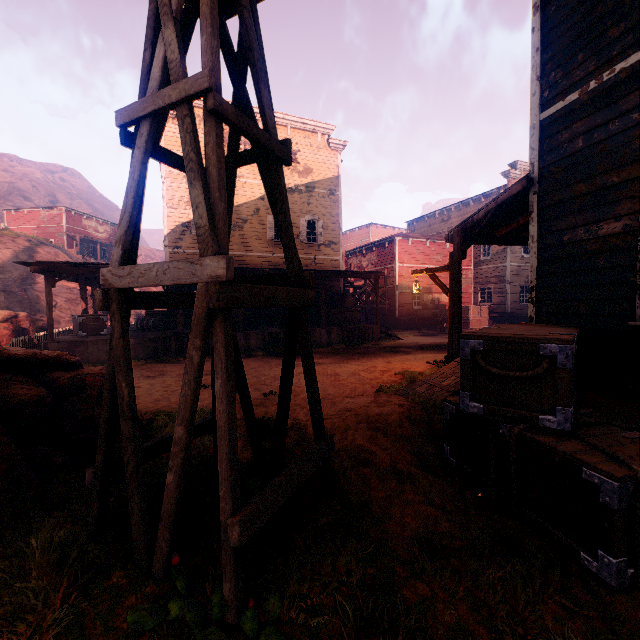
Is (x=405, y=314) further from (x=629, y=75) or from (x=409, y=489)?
(x=409, y=489)

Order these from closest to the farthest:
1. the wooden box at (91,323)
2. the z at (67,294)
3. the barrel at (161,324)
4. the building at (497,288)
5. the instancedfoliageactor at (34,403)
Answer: the instancedfoliageactor at (34,403) < the building at (497,288) < the wooden box at (91,323) < the barrel at (161,324) < the z at (67,294)

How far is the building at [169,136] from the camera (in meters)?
15.97

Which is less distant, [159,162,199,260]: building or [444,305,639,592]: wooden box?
[444,305,639,592]: wooden box

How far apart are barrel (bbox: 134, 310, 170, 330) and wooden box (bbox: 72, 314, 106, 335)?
1.2 meters

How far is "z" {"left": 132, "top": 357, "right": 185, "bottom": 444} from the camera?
5.15m

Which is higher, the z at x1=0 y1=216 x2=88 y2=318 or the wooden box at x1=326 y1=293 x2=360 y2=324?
the z at x1=0 y1=216 x2=88 y2=318

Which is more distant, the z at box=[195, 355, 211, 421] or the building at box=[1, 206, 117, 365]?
the building at box=[1, 206, 117, 365]
